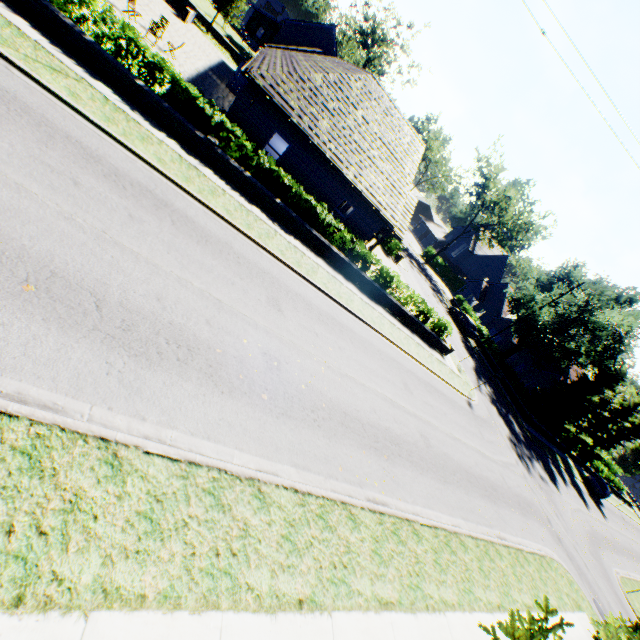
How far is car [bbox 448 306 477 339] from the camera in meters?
36.9 m

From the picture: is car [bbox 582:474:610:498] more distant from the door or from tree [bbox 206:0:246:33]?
the door

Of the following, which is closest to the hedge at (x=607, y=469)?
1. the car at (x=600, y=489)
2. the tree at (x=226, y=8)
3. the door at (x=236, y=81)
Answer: the tree at (x=226, y=8)

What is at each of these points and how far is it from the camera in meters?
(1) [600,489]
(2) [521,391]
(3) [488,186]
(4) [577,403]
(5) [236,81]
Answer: (1) car, 35.8
(2) hedge, 33.9
(3) tree, 48.6
(4) tree, 32.2
(5) door, 25.0

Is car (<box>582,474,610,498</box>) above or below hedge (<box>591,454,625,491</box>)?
below

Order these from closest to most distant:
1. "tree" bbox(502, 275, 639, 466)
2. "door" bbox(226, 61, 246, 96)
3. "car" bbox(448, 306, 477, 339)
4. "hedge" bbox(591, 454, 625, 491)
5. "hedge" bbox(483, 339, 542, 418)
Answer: "door" bbox(226, 61, 246, 96), "tree" bbox(502, 275, 639, 466), "hedge" bbox(483, 339, 542, 418), "car" bbox(448, 306, 477, 339), "hedge" bbox(591, 454, 625, 491)

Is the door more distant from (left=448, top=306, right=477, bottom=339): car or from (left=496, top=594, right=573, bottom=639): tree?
(left=448, top=306, right=477, bottom=339): car

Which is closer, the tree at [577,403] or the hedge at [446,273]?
the tree at [577,403]
